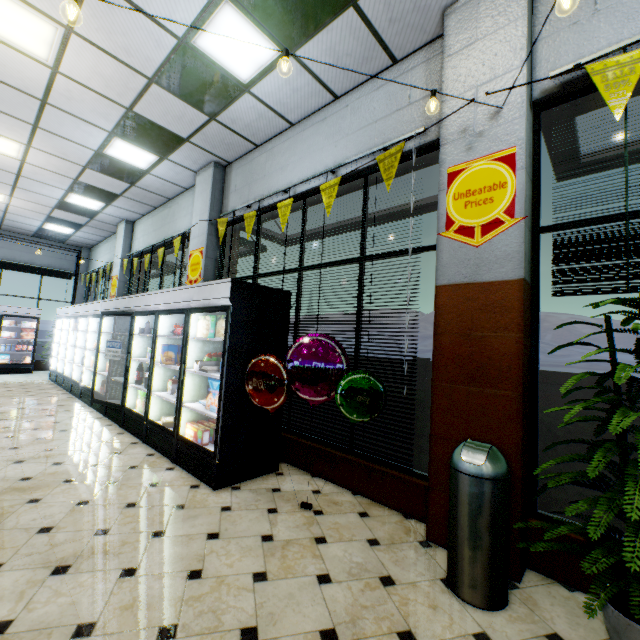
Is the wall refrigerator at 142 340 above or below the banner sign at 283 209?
below

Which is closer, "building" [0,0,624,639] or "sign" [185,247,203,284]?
"building" [0,0,624,639]

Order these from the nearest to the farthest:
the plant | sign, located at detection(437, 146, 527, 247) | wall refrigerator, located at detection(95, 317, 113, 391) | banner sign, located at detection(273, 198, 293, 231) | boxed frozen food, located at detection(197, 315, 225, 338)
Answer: the plant < sign, located at detection(437, 146, 527, 247) < boxed frozen food, located at detection(197, 315, 225, 338) < banner sign, located at detection(273, 198, 293, 231) < wall refrigerator, located at detection(95, 317, 113, 391)

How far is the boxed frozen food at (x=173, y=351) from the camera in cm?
472

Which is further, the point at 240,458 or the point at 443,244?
the point at 240,458

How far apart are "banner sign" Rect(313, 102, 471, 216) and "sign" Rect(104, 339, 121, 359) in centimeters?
434cm

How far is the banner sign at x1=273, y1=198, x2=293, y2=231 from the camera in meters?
Result: 4.5 m

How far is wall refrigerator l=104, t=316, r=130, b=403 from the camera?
6.2 meters
